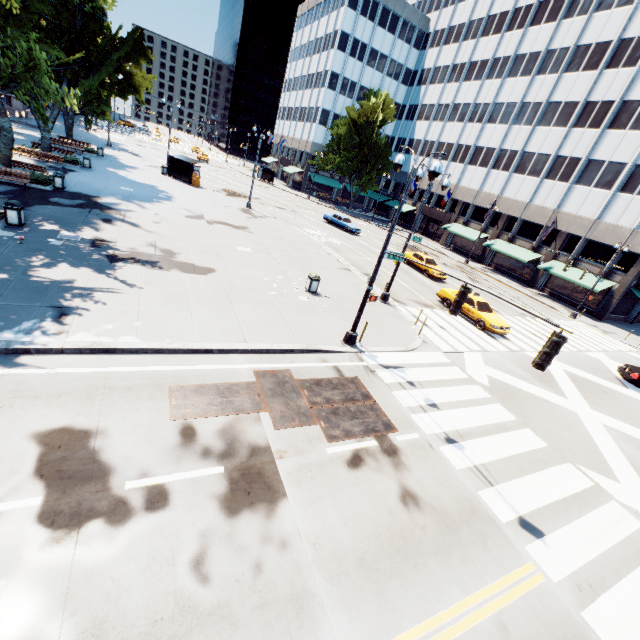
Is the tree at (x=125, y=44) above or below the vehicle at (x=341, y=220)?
above

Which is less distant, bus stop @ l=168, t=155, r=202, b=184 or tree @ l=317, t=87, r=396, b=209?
bus stop @ l=168, t=155, r=202, b=184

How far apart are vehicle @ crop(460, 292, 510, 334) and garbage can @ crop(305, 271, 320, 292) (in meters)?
10.11

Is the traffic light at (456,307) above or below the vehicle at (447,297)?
above

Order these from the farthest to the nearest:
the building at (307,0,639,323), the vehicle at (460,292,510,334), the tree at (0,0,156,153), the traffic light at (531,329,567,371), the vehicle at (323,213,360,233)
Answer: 1. the vehicle at (323,213,360,233)
2. the building at (307,0,639,323)
3. the vehicle at (460,292,510,334)
4. the tree at (0,0,156,153)
5. the traffic light at (531,329,567,371)

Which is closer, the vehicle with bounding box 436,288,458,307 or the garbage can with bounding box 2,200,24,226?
the garbage can with bounding box 2,200,24,226

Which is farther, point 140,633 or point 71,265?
point 71,265

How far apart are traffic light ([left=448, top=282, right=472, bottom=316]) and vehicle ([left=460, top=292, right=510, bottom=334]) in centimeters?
1195cm
